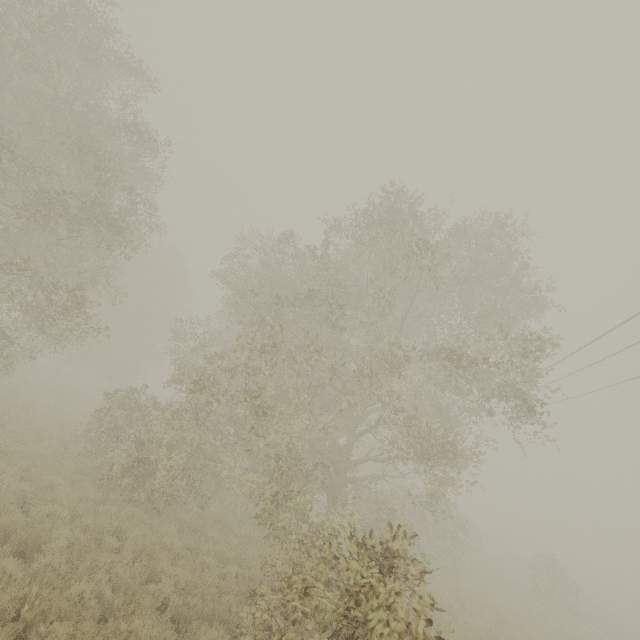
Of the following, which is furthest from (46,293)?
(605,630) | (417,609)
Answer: (605,630)
